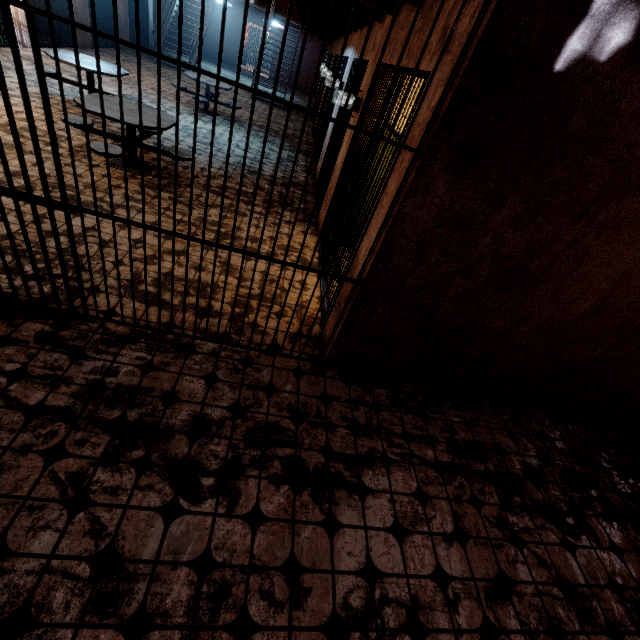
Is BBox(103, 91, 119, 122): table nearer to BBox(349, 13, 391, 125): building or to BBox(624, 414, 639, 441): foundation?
BBox(349, 13, 391, 125): building

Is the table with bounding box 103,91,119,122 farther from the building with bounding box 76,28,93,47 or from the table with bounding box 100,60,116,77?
the building with bounding box 76,28,93,47

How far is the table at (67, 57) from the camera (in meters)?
5.66

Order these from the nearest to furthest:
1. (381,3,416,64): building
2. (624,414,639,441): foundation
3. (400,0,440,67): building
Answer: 1. (400,0,440,67): building
2. (381,3,416,64): building
3. (624,414,639,441): foundation

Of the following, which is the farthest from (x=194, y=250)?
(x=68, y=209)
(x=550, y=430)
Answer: (x=550, y=430)

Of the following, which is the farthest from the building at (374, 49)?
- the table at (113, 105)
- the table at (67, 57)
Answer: the table at (67, 57)

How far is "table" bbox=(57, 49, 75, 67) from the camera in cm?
566

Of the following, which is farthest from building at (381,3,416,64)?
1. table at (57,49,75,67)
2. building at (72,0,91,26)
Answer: building at (72,0,91,26)
